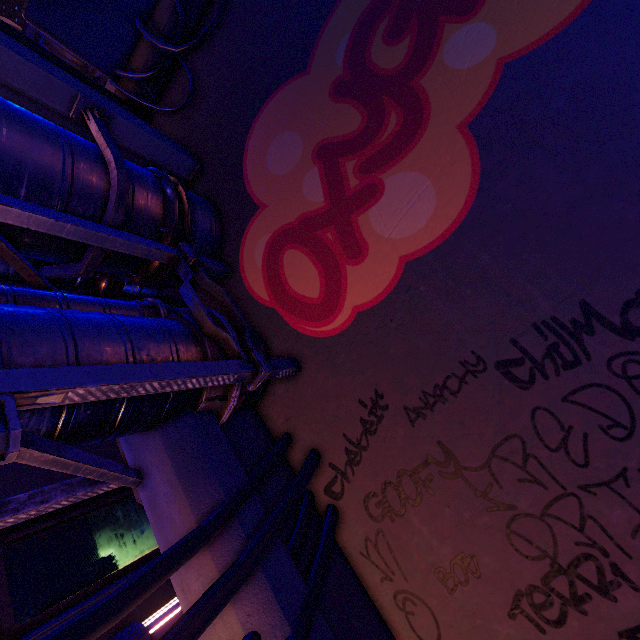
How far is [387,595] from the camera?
3.82m

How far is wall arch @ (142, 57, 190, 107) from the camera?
6.7m

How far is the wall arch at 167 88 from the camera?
6.7m

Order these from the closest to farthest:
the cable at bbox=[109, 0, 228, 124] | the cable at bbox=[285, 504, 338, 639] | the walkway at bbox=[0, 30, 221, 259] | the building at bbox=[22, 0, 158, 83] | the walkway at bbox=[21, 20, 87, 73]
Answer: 1. the cable at bbox=[285, 504, 338, 639]
2. the walkway at bbox=[0, 30, 221, 259]
3. the cable at bbox=[109, 0, 228, 124]
4. the building at bbox=[22, 0, 158, 83]
5. the walkway at bbox=[21, 20, 87, 73]

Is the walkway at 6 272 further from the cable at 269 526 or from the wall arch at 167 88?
the cable at 269 526

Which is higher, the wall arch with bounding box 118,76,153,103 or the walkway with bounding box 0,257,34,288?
the wall arch with bounding box 118,76,153,103

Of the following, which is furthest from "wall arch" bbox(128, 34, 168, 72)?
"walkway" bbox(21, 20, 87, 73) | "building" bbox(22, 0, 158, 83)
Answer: "walkway" bbox(21, 20, 87, 73)
